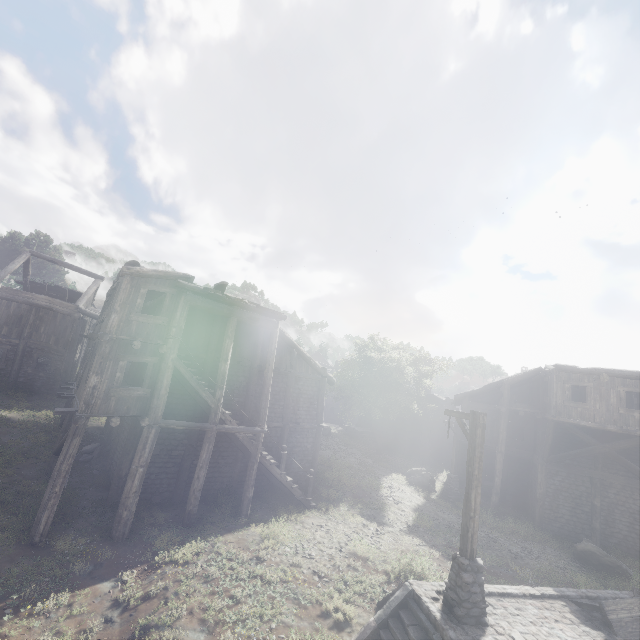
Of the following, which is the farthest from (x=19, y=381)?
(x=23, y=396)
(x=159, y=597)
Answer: (x=159, y=597)

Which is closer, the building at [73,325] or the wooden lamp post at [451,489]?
the wooden lamp post at [451,489]

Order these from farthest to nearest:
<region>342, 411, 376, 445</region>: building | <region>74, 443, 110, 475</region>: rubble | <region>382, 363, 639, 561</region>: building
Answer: <region>342, 411, 376, 445</region>: building < <region>382, 363, 639, 561</region>: building < <region>74, 443, 110, 475</region>: rubble

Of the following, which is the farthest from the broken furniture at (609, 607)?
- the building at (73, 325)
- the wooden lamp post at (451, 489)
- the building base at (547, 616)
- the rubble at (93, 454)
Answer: the rubble at (93, 454)

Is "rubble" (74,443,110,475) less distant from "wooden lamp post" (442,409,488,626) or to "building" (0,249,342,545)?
"building" (0,249,342,545)

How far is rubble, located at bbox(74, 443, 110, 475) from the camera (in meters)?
14.88

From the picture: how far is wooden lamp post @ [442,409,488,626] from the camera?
7.57m

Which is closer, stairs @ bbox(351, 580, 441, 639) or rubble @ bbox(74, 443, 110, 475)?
stairs @ bbox(351, 580, 441, 639)
